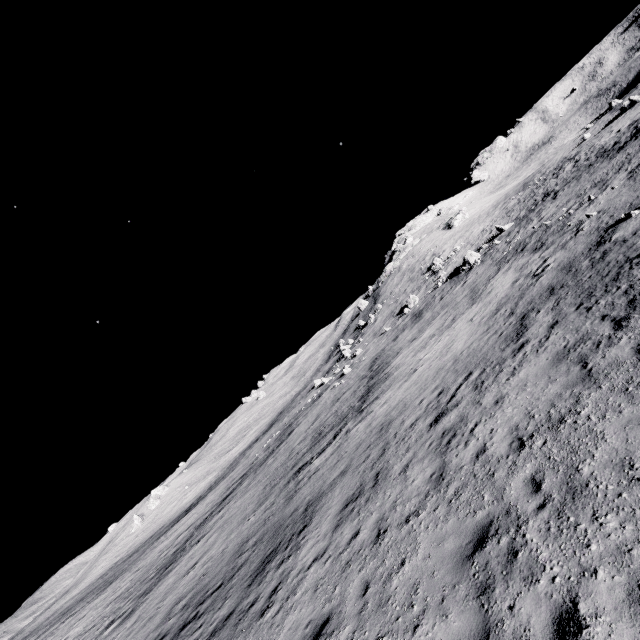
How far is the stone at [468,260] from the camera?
33.5m

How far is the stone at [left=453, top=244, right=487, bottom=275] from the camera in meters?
33.5 m

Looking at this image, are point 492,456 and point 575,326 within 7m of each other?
yes
